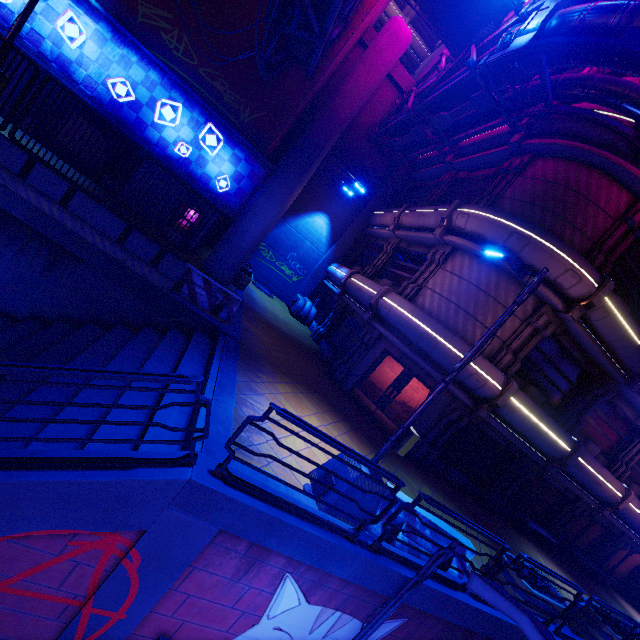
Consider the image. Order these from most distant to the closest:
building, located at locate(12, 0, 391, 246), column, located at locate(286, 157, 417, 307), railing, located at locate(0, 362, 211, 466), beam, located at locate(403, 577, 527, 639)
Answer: column, located at locate(286, 157, 417, 307), building, located at locate(12, 0, 391, 246), beam, located at locate(403, 577, 527, 639), railing, located at locate(0, 362, 211, 466)

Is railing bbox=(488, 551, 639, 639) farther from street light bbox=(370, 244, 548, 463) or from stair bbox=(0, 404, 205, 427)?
stair bbox=(0, 404, 205, 427)

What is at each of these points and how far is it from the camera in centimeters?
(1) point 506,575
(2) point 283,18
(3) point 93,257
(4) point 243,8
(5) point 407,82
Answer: (1) plant holder, 755cm
(2) cable, 1009cm
(3) beam, 863cm
(4) building, 1338cm
(5) beam, 2030cm

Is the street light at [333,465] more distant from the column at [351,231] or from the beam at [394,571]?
the column at [351,231]

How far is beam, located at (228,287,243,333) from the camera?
10.9 meters

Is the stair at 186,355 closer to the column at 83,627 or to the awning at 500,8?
the column at 83,627

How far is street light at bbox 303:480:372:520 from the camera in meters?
5.6 m
